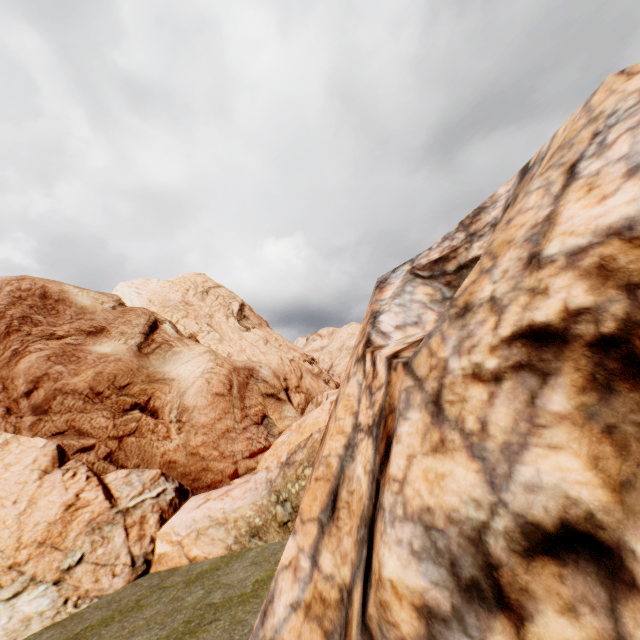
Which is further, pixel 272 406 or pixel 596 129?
pixel 272 406
